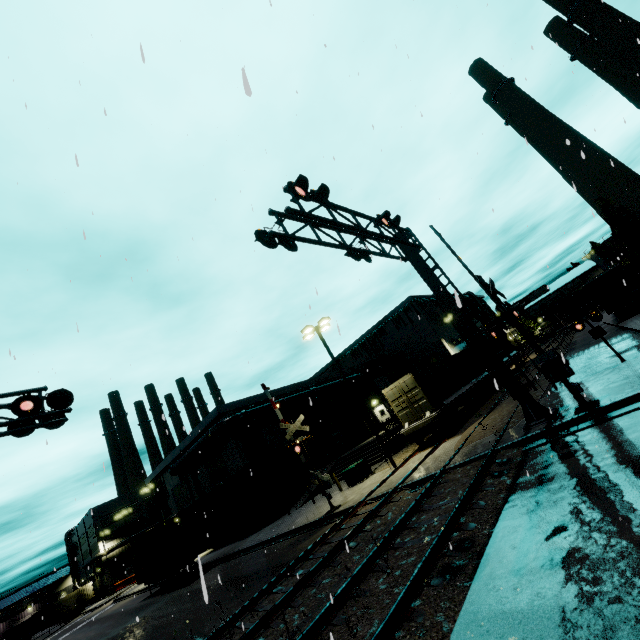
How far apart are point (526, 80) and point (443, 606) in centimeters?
1378cm

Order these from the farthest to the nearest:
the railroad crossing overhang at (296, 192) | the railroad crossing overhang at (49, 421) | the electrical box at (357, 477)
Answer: the electrical box at (357, 477)
the railroad crossing overhang at (49, 421)
the railroad crossing overhang at (296, 192)

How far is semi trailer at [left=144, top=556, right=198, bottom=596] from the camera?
23.0m

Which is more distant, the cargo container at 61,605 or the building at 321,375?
the cargo container at 61,605

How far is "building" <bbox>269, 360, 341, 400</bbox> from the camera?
34.6m

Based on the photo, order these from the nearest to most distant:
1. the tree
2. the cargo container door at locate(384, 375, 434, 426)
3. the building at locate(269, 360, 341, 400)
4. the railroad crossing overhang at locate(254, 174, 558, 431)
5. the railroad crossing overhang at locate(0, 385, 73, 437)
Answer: the railroad crossing overhang at locate(254, 174, 558, 431) → the railroad crossing overhang at locate(0, 385, 73, 437) → the cargo container door at locate(384, 375, 434, 426) → the tree → the building at locate(269, 360, 341, 400)

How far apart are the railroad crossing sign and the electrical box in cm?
1398

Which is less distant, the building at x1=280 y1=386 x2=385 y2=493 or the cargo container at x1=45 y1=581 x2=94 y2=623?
the building at x1=280 y1=386 x2=385 y2=493
